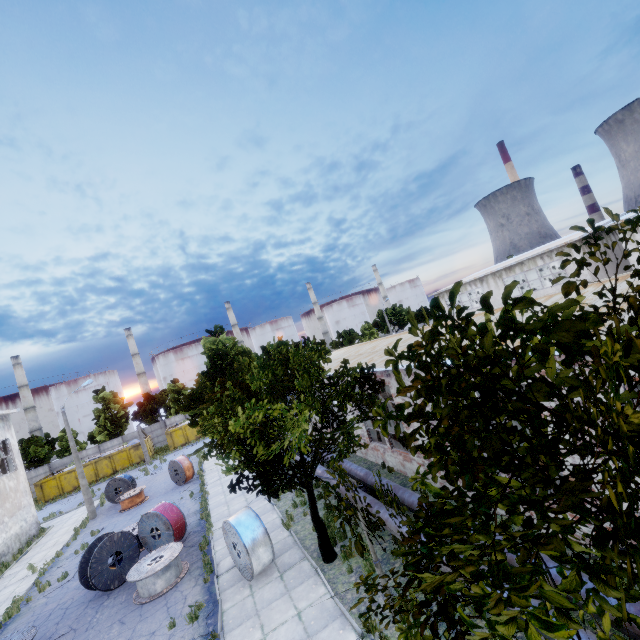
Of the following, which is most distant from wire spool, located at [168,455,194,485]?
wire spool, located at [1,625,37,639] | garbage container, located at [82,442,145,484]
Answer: garbage container, located at [82,442,145,484]

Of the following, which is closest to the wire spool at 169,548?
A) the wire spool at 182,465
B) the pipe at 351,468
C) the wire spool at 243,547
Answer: the wire spool at 243,547

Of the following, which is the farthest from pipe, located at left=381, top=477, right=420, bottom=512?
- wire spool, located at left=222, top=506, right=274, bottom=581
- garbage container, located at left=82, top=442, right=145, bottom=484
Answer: garbage container, located at left=82, top=442, right=145, bottom=484

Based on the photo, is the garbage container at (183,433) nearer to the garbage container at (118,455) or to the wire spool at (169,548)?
the garbage container at (118,455)

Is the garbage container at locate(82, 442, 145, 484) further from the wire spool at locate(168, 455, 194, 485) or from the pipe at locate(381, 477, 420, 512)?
the pipe at locate(381, 477, 420, 512)

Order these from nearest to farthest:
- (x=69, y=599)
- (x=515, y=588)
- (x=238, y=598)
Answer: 1. (x=515, y=588)
2. (x=238, y=598)
3. (x=69, y=599)

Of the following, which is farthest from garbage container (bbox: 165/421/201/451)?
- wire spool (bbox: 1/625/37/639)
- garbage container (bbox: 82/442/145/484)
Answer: wire spool (bbox: 1/625/37/639)

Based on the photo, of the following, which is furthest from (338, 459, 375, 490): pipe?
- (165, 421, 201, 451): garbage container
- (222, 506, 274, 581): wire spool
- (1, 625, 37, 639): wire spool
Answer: (165, 421, 201, 451): garbage container
